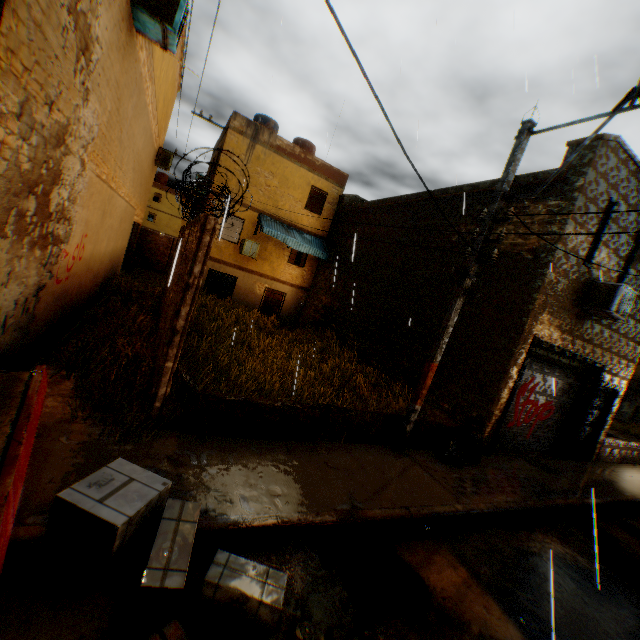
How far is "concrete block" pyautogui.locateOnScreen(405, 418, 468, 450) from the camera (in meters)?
7.28

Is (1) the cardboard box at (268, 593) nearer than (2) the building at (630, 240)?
Yes

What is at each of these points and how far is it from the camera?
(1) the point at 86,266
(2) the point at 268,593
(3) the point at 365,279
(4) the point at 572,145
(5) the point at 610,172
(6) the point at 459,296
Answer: (1) building, 7.4m
(2) cardboard box, 2.9m
(3) building, 14.6m
(4) building, 8.1m
(5) building, 8.1m
(6) electric pole, 6.5m

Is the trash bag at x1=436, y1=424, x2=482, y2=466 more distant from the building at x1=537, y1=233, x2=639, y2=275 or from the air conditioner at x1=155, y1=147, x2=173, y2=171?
the air conditioner at x1=155, y1=147, x2=173, y2=171

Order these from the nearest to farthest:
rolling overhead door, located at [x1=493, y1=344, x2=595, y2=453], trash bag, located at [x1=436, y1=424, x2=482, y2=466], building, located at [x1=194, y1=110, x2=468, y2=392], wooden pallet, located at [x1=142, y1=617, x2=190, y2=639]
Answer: wooden pallet, located at [x1=142, y1=617, x2=190, y2=639] < trash bag, located at [x1=436, y1=424, x2=482, y2=466] < rolling overhead door, located at [x1=493, y1=344, x2=595, y2=453] < building, located at [x1=194, y1=110, x2=468, y2=392]

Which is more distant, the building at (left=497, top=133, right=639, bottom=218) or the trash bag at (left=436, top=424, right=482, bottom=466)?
the building at (left=497, top=133, right=639, bottom=218)

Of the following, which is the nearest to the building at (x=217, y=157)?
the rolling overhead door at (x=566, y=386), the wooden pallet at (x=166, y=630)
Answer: the rolling overhead door at (x=566, y=386)

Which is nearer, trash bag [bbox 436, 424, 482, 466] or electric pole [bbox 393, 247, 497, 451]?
electric pole [bbox 393, 247, 497, 451]
